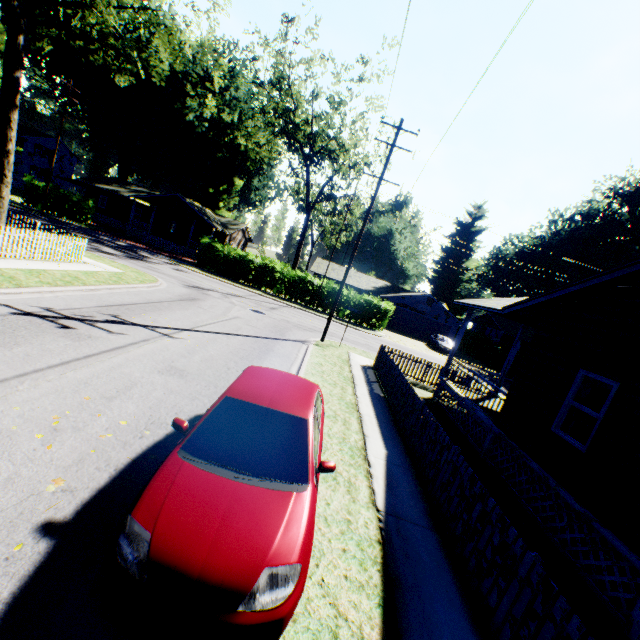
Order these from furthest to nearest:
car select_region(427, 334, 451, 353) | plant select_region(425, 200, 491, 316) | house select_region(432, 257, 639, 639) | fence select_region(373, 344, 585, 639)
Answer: plant select_region(425, 200, 491, 316) → car select_region(427, 334, 451, 353) → house select_region(432, 257, 639, 639) → fence select_region(373, 344, 585, 639)

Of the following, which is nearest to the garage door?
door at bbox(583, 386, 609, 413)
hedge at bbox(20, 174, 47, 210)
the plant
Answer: the plant

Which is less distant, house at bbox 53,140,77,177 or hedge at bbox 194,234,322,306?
hedge at bbox 194,234,322,306

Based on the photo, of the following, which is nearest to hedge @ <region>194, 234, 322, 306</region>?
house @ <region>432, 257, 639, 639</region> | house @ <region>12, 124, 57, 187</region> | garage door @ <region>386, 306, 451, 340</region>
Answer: garage door @ <region>386, 306, 451, 340</region>

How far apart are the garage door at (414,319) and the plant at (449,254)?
20.1 meters

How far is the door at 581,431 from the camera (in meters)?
9.52

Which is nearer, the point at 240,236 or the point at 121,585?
the point at 121,585

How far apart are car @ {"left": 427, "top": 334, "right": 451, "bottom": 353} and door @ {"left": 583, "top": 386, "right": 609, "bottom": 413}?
23.7m
